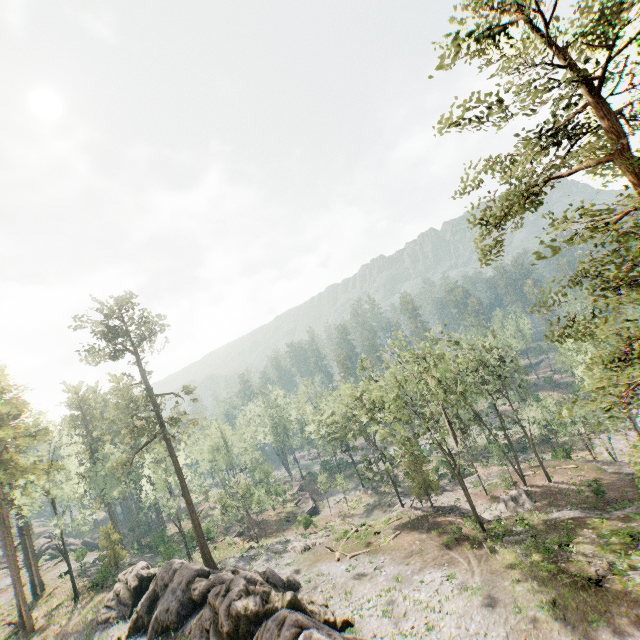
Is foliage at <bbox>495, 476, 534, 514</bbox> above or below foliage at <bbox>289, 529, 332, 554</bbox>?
below

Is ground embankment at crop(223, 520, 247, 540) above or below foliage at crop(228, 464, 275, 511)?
below

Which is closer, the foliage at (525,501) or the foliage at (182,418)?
the foliage at (525,501)

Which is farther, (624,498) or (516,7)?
(624,498)

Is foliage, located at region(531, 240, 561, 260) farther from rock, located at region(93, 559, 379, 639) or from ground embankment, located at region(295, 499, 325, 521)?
ground embankment, located at region(295, 499, 325, 521)

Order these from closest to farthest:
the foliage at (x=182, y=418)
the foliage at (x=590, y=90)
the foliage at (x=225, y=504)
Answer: the foliage at (x=590, y=90)
the foliage at (x=182, y=418)
the foliage at (x=225, y=504)

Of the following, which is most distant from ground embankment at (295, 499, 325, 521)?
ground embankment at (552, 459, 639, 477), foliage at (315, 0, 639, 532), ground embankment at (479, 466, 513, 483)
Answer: ground embankment at (552, 459, 639, 477)

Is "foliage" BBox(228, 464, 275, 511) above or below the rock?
above
